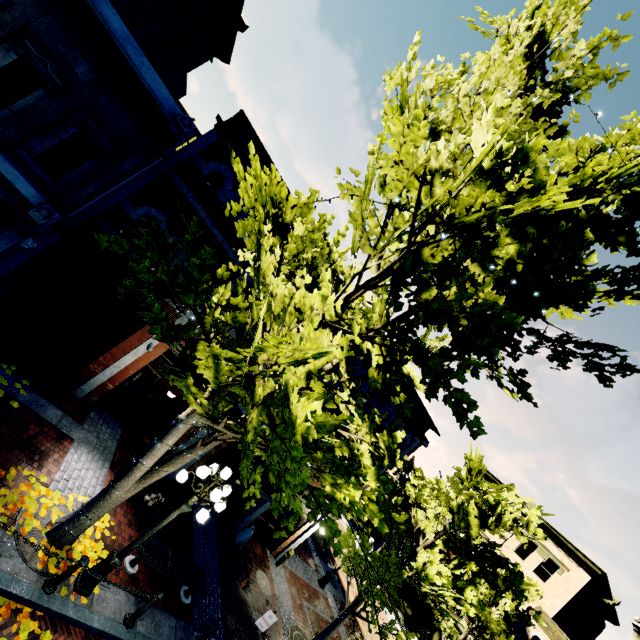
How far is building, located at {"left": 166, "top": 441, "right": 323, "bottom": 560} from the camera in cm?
1233

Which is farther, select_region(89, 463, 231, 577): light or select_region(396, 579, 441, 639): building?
select_region(396, 579, 441, 639): building

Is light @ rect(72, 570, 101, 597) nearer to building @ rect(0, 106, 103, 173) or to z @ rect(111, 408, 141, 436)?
z @ rect(111, 408, 141, 436)

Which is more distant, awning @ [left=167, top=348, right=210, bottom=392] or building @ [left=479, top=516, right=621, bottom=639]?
building @ [left=479, top=516, right=621, bottom=639]

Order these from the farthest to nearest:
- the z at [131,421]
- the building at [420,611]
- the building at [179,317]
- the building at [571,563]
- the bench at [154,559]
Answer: the building at [420,611] → the building at [571,563] → the z at [131,421] → the building at [179,317] → the bench at [154,559]

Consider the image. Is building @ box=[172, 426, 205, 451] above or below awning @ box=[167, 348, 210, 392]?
below

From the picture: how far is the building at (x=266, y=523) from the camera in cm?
1233

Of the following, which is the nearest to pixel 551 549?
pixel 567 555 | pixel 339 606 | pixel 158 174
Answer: pixel 567 555
